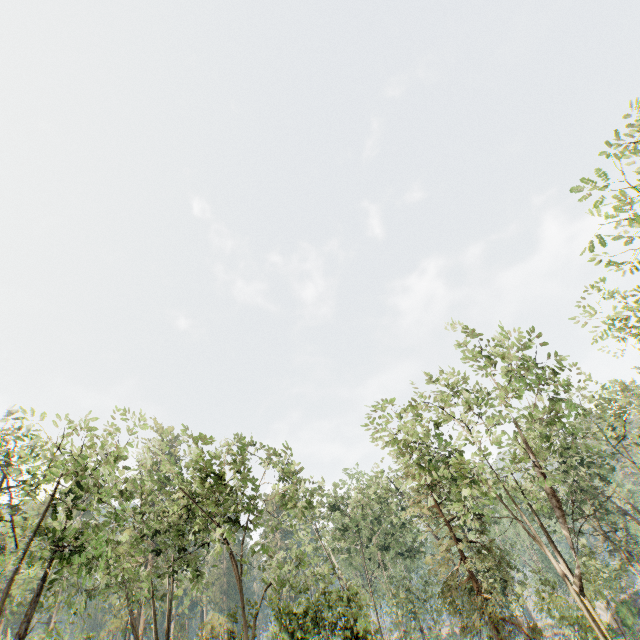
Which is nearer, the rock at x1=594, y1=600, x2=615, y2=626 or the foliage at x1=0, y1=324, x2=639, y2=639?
the foliage at x1=0, y1=324, x2=639, y2=639

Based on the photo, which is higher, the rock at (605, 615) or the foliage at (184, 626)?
the foliage at (184, 626)

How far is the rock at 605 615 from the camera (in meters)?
39.09

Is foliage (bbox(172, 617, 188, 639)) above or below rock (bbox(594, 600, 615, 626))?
above

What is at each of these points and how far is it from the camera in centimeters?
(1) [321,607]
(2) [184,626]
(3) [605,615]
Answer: (1) foliage, 1600cm
(2) foliage, 4188cm
(3) rock, 4138cm

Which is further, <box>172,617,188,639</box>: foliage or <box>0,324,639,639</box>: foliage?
<box>172,617,188,639</box>: foliage
